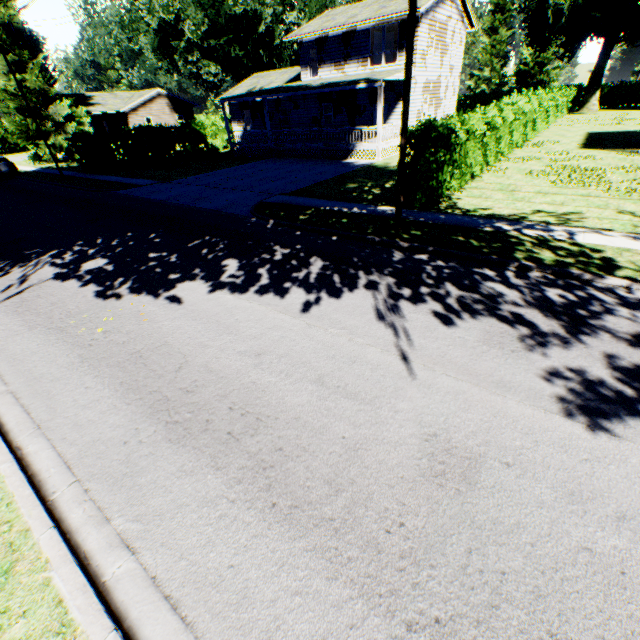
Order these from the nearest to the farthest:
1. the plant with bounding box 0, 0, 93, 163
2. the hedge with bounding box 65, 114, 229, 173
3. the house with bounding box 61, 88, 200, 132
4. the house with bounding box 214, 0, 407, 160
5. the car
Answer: the house with bounding box 214, 0, 407, 160, the hedge with bounding box 65, 114, 229, 173, the car, the plant with bounding box 0, 0, 93, 163, the house with bounding box 61, 88, 200, 132

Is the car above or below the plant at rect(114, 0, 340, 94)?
below

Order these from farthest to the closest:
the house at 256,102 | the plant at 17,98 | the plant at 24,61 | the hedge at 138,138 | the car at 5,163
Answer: the plant at 17,98, the plant at 24,61, the car at 5,163, the hedge at 138,138, the house at 256,102

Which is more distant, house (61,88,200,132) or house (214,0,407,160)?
house (61,88,200,132)

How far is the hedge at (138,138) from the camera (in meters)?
25.62

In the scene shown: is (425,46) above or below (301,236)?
above

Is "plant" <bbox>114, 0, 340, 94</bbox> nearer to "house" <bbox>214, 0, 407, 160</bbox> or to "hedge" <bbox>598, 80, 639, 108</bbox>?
"house" <bbox>214, 0, 407, 160</bbox>
